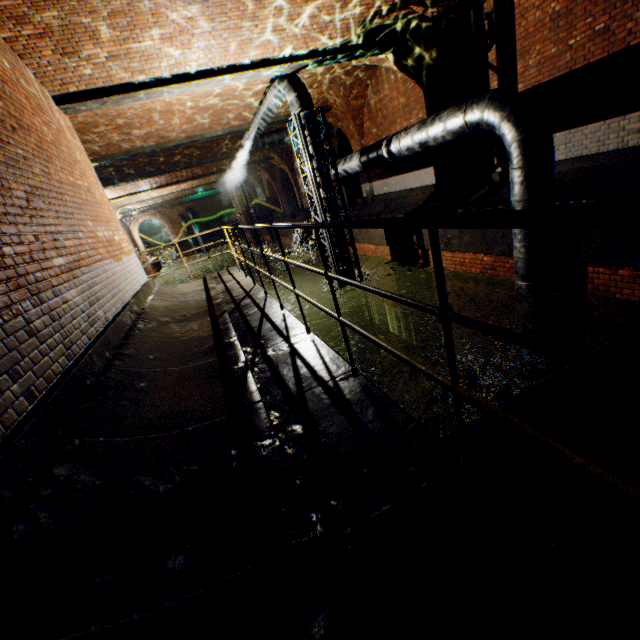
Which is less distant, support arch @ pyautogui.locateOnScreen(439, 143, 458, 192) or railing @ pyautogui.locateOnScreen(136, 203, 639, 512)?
railing @ pyautogui.locateOnScreen(136, 203, 639, 512)

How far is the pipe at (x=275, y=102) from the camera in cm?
784

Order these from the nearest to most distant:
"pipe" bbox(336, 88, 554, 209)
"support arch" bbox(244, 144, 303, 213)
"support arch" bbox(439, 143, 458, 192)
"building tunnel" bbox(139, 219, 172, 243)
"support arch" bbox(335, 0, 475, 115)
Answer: "pipe" bbox(336, 88, 554, 209)
"support arch" bbox(335, 0, 475, 115)
"support arch" bbox(439, 143, 458, 192)
"support arch" bbox(244, 144, 303, 213)
"building tunnel" bbox(139, 219, 172, 243)

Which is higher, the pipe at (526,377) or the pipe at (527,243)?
the pipe at (527,243)

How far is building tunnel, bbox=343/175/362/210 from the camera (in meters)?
19.09

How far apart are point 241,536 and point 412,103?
12.3 meters

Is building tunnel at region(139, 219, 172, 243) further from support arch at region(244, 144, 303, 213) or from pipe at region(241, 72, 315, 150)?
pipe at region(241, 72, 315, 150)

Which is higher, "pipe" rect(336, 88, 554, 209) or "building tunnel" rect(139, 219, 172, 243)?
"building tunnel" rect(139, 219, 172, 243)
